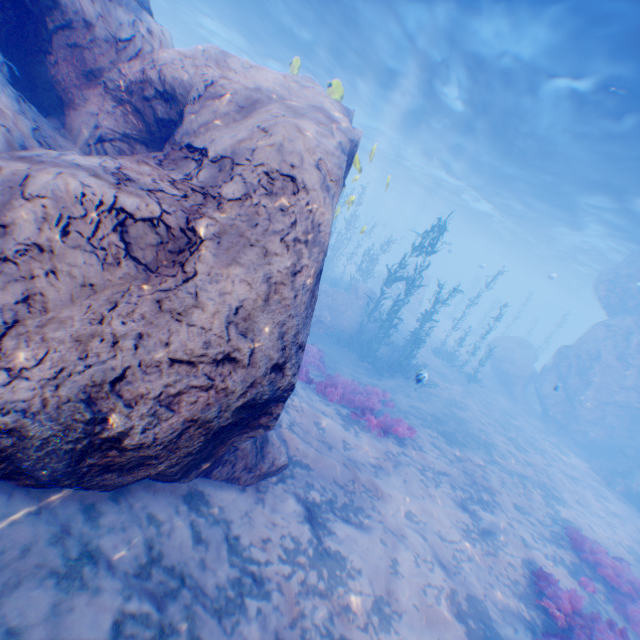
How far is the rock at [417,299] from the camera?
33.8m

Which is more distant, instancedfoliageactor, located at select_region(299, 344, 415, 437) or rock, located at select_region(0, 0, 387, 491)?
instancedfoliageactor, located at select_region(299, 344, 415, 437)

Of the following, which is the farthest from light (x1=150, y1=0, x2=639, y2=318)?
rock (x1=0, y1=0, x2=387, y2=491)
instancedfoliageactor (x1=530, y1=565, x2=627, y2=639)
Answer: instancedfoliageactor (x1=530, y1=565, x2=627, y2=639)

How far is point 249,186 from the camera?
3.9m

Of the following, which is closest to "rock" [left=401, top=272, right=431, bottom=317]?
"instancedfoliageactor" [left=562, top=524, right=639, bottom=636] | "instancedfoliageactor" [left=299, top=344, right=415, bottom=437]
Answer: "instancedfoliageactor" [left=299, top=344, right=415, bottom=437]

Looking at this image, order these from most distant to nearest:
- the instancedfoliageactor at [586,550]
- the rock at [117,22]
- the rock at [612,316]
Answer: the rock at [612,316] → the instancedfoliageactor at [586,550] → the rock at [117,22]

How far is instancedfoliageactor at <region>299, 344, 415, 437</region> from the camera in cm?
1031

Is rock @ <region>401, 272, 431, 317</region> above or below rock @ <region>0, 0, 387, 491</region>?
below
